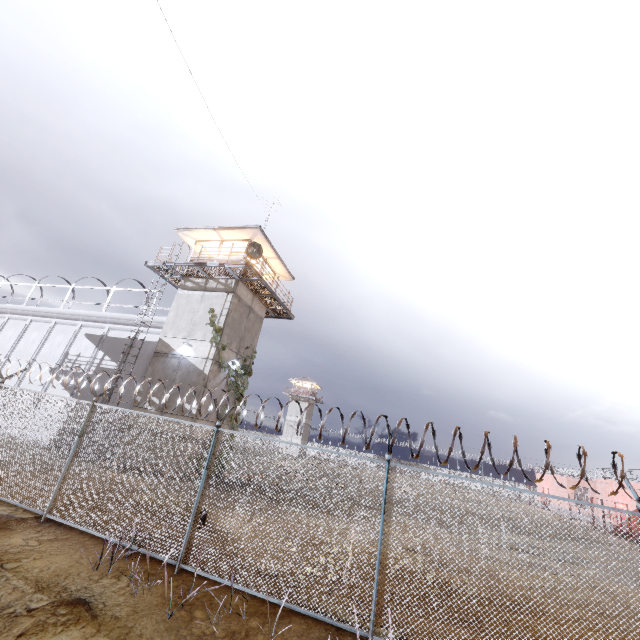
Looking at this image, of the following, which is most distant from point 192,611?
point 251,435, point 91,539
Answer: point 91,539

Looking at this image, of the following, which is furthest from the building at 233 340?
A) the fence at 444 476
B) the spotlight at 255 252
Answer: the fence at 444 476

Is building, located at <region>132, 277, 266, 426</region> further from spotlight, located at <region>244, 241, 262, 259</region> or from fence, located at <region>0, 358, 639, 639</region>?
fence, located at <region>0, 358, 639, 639</region>

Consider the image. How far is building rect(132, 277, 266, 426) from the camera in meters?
16.8

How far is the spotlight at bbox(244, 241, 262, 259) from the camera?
17.0 meters

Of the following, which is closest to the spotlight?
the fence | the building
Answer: the building
